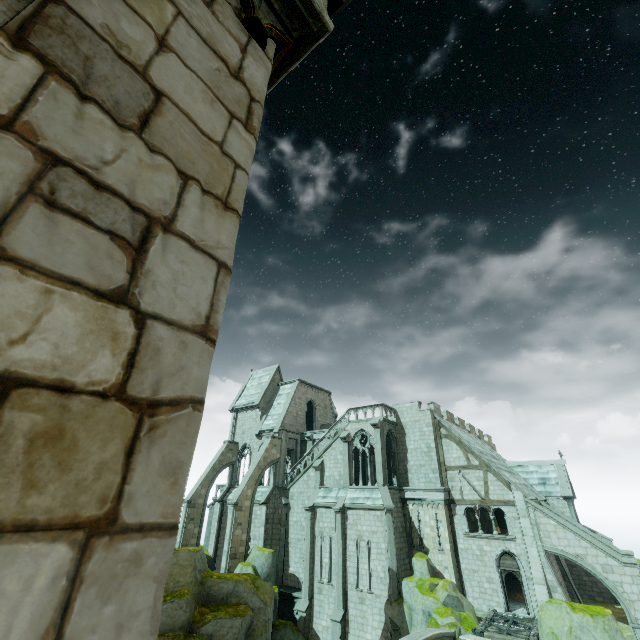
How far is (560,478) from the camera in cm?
2956

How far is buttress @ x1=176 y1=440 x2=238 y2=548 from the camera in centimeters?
2991cm

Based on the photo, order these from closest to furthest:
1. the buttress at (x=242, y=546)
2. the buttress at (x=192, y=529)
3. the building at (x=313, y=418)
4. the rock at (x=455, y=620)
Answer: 1. the rock at (x=455, y=620)
2. the building at (x=313, y=418)
3. the buttress at (x=242, y=546)
4. the buttress at (x=192, y=529)

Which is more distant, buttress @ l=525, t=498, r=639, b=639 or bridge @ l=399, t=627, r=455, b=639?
buttress @ l=525, t=498, r=639, b=639

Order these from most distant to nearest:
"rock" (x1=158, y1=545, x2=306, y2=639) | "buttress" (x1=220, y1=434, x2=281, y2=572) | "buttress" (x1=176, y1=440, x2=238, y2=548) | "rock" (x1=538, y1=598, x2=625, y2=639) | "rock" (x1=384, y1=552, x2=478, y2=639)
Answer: "buttress" (x1=176, y1=440, x2=238, y2=548) < "buttress" (x1=220, y1=434, x2=281, y2=572) < "rock" (x1=384, y1=552, x2=478, y2=639) < "rock" (x1=158, y1=545, x2=306, y2=639) < "rock" (x1=538, y1=598, x2=625, y2=639)

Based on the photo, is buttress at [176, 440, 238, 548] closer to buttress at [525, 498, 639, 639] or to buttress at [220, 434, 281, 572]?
buttress at [220, 434, 281, 572]

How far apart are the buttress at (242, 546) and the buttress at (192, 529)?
5.9 meters

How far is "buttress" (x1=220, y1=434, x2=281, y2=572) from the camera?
25.6m
